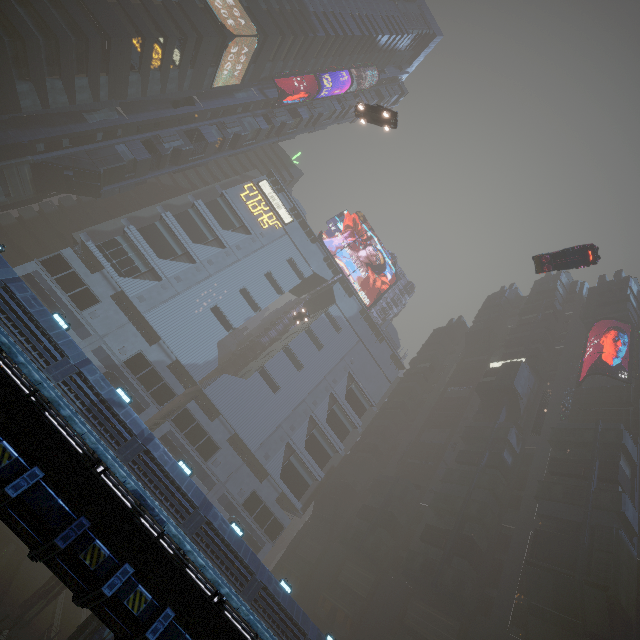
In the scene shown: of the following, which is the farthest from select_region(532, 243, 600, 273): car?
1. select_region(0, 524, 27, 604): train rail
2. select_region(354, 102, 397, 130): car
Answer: select_region(0, 524, 27, 604): train rail

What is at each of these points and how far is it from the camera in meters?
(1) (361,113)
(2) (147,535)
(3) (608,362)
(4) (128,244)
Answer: (1) car, 30.3
(2) building, 6.8
(3) building, 47.9
(4) building, 46.5

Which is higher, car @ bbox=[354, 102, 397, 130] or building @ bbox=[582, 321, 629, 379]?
building @ bbox=[582, 321, 629, 379]

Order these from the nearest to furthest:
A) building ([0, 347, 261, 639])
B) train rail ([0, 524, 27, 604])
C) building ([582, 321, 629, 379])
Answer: building ([0, 347, 261, 639])
train rail ([0, 524, 27, 604])
building ([582, 321, 629, 379])

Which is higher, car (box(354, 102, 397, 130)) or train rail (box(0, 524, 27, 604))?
car (box(354, 102, 397, 130))

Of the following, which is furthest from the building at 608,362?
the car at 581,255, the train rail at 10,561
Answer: the car at 581,255

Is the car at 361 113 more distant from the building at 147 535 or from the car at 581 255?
the car at 581 255

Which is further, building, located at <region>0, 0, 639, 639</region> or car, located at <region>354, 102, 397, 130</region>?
car, located at <region>354, 102, 397, 130</region>
